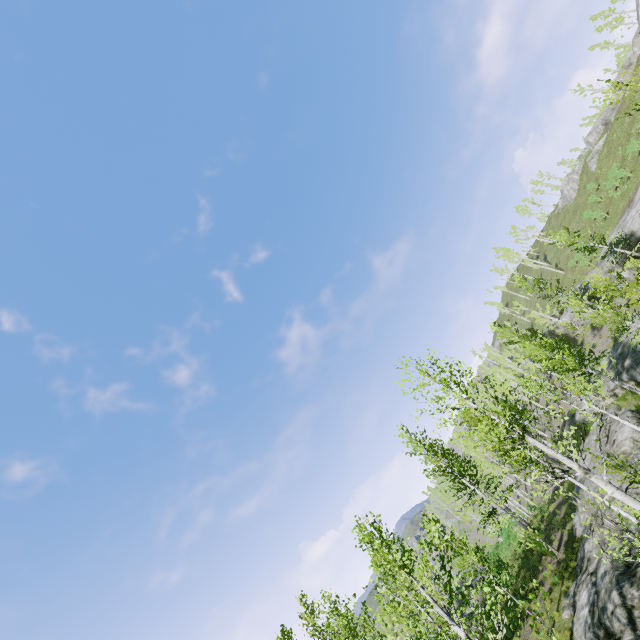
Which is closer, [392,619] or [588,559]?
[392,619]

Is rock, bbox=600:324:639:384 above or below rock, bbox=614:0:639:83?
below

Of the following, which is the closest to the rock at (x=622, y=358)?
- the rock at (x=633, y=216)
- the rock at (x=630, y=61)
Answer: the rock at (x=633, y=216)

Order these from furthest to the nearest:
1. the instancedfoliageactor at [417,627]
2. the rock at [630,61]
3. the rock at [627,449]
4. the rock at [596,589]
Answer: the rock at [630,61] → the rock at [627,449] → the rock at [596,589] → the instancedfoliageactor at [417,627]

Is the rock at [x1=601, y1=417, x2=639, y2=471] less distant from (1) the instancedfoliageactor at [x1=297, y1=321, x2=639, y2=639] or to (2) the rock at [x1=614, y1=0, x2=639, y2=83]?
(1) the instancedfoliageactor at [x1=297, y1=321, x2=639, y2=639]

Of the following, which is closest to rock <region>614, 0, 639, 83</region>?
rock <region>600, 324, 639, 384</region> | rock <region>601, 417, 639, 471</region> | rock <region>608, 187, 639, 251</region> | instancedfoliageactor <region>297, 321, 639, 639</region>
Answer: rock <region>608, 187, 639, 251</region>

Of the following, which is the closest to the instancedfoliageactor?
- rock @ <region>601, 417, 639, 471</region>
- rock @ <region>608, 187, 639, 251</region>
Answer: rock @ <region>601, 417, 639, 471</region>
